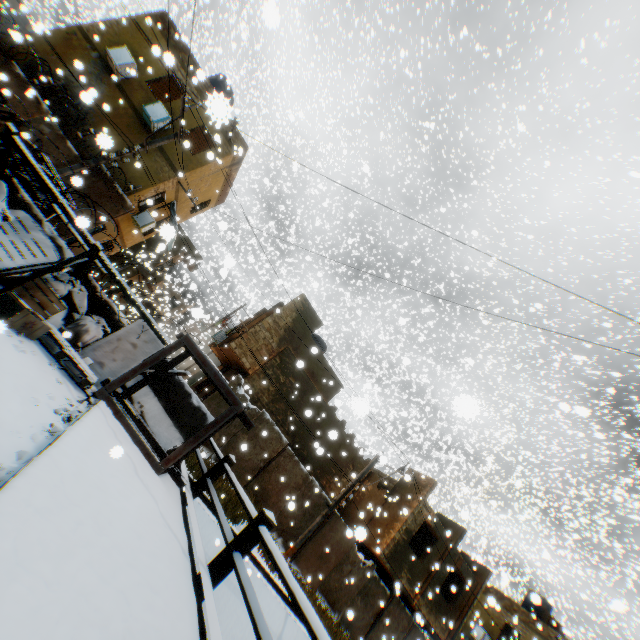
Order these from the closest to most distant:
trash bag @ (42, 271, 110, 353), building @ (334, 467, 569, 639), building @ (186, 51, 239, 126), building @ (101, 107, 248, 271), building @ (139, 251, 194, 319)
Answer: building @ (186, 51, 239, 126) < trash bag @ (42, 271, 110, 353) < building @ (101, 107, 248, 271) < building @ (334, 467, 569, 639) < building @ (139, 251, 194, 319)

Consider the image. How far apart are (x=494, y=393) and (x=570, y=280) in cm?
1289

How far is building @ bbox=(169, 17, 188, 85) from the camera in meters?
15.1 m

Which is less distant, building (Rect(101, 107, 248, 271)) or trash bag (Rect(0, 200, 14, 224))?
trash bag (Rect(0, 200, 14, 224))

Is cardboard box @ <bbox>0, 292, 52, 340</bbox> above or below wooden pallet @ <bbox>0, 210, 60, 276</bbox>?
below

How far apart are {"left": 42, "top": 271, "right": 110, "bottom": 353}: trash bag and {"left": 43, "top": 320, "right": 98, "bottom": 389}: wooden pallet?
0.0 meters

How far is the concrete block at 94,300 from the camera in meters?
6.5

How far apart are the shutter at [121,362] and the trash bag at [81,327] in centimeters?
1cm
